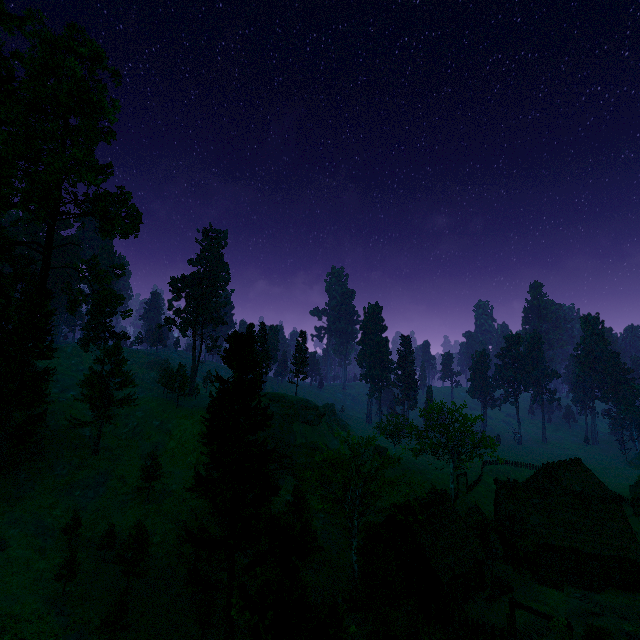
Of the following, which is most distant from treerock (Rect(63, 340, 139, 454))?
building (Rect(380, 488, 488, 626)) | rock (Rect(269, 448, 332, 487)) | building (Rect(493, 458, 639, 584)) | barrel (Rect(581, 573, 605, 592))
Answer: barrel (Rect(581, 573, 605, 592))

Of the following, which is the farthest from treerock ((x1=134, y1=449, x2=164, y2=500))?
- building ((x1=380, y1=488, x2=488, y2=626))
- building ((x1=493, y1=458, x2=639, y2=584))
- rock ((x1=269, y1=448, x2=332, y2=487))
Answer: rock ((x1=269, y1=448, x2=332, y2=487))

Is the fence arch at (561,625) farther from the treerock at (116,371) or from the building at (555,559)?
the building at (555,559)

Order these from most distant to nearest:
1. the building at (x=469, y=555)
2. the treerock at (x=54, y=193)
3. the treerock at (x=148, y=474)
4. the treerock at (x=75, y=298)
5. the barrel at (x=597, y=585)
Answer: the treerock at (x=75, y=298) → the treerock at (x=148, y=474) → the treerock at (x=54, y=193) → the barrel at (x=597, y=585) → the building at (x=469, y=555)

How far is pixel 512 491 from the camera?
39.8m

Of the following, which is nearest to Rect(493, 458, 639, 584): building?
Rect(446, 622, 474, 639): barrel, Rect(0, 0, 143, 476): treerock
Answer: Rect(0, 0, 143, 476): treerock

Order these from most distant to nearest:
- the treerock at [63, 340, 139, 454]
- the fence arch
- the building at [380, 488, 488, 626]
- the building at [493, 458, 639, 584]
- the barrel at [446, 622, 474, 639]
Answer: the treerock at [63, 340, 139, 454]
the building at [493, 458, 639, 584]
the building at [380, 488, 488, 626]
the barrel at [446, 622, 474, 639]
the fence arch

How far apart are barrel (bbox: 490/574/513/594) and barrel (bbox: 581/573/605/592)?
7.5 meters
